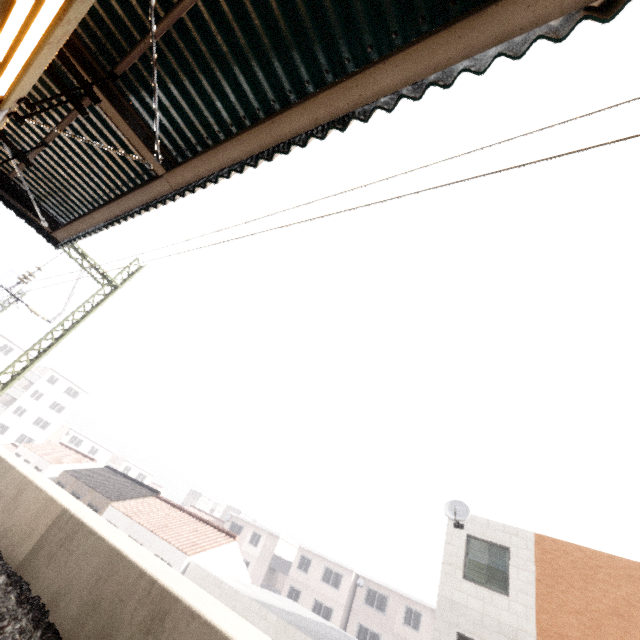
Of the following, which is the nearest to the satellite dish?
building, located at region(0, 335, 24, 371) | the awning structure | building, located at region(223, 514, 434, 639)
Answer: the awning structure

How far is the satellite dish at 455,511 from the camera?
12.5m

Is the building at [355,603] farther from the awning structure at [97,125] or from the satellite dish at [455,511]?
the awning structure at [97,125]

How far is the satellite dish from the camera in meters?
12.5

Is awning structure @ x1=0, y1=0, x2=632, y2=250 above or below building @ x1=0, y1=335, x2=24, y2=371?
below

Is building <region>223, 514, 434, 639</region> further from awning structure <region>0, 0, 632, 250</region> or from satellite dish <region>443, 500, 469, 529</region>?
awning structure <region>0, 0, 632, 250</region>

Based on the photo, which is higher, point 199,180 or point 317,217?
point 199,180

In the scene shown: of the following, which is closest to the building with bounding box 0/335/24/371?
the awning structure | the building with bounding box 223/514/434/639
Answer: the awning structure
